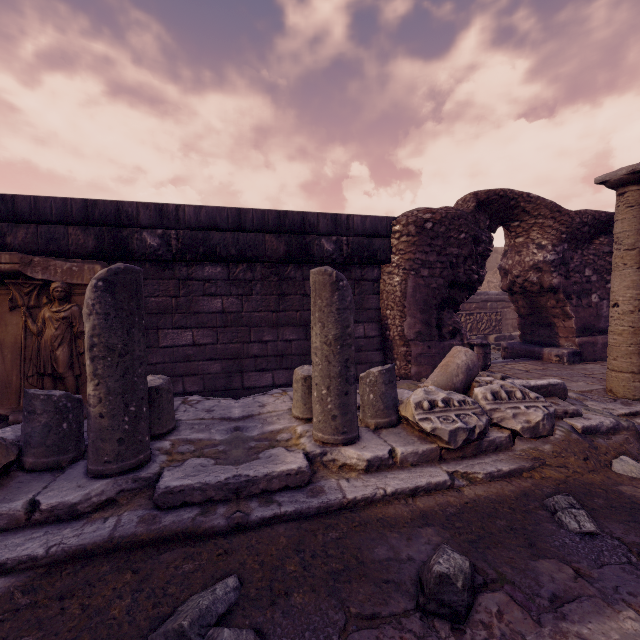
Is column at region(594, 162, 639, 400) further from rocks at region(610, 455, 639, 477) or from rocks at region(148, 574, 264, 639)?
rocks at region(148, 574, 264, 639)

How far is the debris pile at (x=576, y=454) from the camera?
2.4m

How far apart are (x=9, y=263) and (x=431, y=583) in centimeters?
480cm

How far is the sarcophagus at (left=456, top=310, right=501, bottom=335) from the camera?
10.8m

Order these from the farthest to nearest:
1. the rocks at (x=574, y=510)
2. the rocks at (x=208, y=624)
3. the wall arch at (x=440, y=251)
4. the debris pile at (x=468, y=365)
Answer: the wall arch at (x=440, y=251) → the debris pile at (x=468, y=365) → the rocks at (x=574, y=510) → the rocks at (x=208, y=624)

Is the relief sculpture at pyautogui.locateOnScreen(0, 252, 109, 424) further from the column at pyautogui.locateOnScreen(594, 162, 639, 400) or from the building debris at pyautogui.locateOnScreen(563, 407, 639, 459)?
the column at pyautogui.locateOnScreen(594, 162, 639, 400)

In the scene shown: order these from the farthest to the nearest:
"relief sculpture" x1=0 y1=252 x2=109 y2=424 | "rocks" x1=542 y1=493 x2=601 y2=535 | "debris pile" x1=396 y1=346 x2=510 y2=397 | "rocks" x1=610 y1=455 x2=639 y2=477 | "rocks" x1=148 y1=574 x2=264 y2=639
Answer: "relief sculpture" x1=0 y1=252 x2=109 y2=424 → "debris pile" x1=396 y1=346 x2=510 y2=397 → "rocks" x1=610 y1=455 x2=639 y2=477 → "rocks" x1=542 y1=493 x2=601 y2=535 → "rocks" x1=148 y1=574 x2=264 y2=639

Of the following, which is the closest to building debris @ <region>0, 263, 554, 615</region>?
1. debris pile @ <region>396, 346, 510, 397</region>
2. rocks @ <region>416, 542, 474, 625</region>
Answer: debris pile @ <region>396, 346, 510, 397</region>
